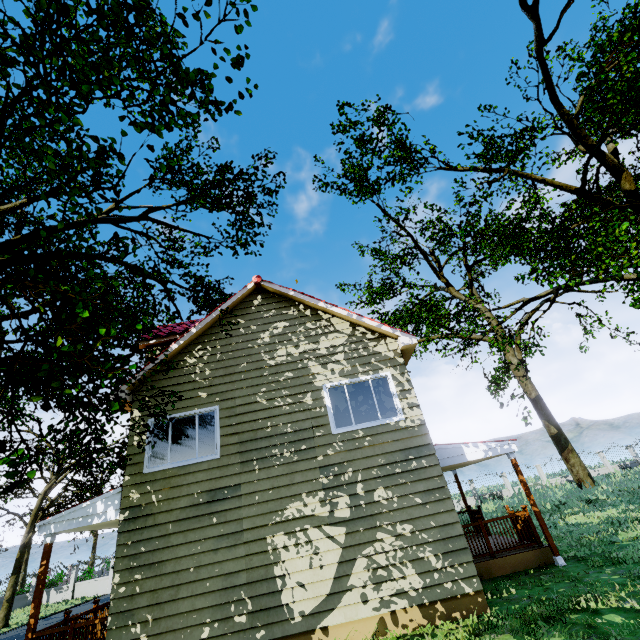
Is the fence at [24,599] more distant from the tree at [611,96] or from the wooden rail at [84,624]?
the wooden rail at [84,624]

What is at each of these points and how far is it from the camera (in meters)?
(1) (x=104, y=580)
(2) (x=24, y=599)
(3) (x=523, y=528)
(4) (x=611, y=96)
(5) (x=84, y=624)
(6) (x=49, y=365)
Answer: (1) fence, 27.16
(2) fence, 26.78
(3) wooden rail, 9.92
(4) tree, 11.63
(5) wooden rail, 7.00
(6) tree, 4.21

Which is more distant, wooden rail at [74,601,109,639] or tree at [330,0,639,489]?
tree at [330,0,639,489]

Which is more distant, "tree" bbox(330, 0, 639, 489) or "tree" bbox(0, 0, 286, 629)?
"tree" bbox(330, 0, 639, 489)

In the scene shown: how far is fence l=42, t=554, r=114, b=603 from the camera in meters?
26.7 m

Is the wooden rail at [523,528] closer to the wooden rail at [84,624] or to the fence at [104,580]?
the wooden rail at [84,624]

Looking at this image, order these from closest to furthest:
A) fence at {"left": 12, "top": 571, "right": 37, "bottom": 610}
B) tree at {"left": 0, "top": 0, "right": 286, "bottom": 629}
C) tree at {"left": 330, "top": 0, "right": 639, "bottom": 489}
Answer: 1. tree at {"left": 0, "top": 0, "right": 286, "bottom": 629}
2. tree at {"left": 330, "top": 0, "right": 639, "bottom": 489}
3. fence at {"left": 12, "top": 571, "right": 37, "bottom": 610}
